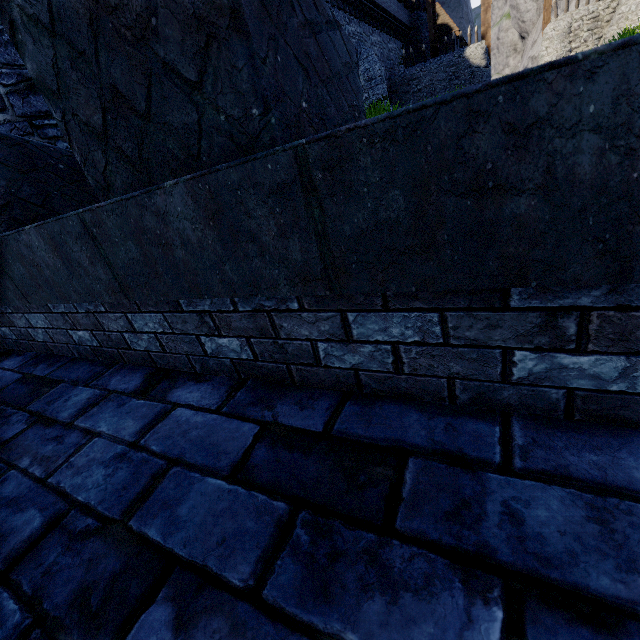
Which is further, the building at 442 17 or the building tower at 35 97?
the building at 442 17

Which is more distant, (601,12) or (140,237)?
(601,12)

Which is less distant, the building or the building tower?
the building tower

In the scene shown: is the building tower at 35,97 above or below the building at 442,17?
below

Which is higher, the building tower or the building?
the building
